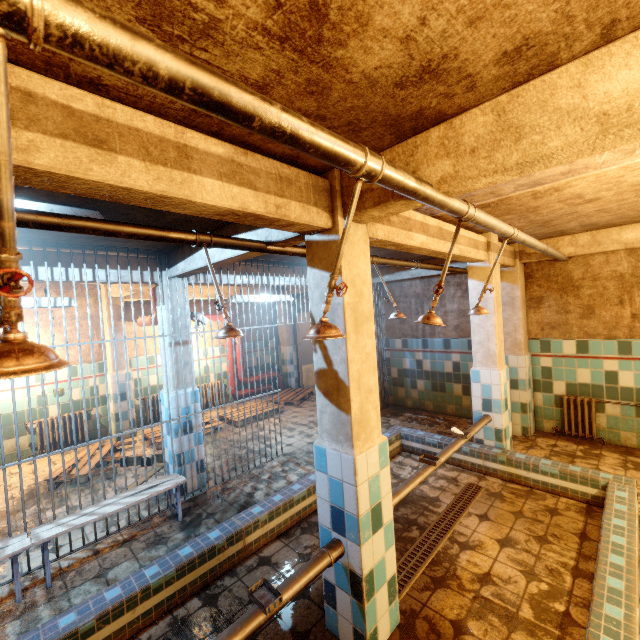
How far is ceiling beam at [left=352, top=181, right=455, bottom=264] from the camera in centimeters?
176cm

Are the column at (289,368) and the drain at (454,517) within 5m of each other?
no

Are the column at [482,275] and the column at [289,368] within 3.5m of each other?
no

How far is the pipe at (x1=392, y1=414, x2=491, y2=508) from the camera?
2.5m

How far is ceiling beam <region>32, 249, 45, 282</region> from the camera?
3.1 meters

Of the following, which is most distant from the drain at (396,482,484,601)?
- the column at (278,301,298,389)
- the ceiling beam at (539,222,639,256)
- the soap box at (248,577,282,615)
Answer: the column at (278,301,298,389)

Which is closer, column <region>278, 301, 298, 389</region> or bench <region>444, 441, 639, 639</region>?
bench <region>444, 441, 639, 639</region>

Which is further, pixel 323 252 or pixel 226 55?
pixel 323 252
